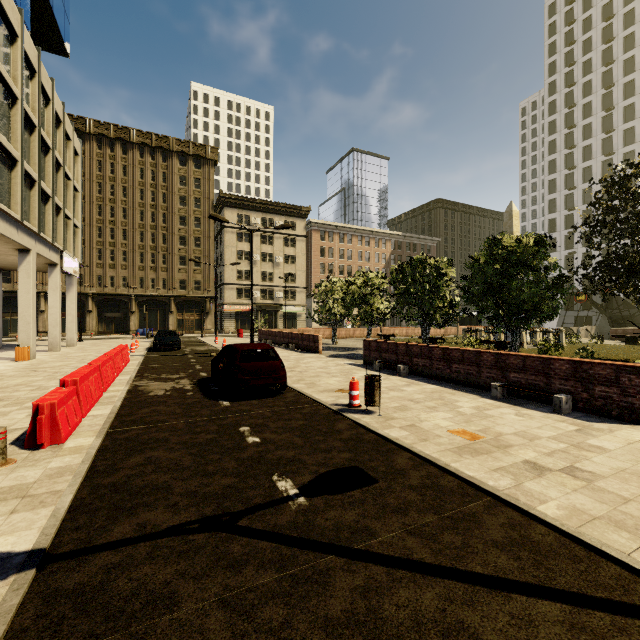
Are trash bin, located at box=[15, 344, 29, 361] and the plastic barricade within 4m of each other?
no

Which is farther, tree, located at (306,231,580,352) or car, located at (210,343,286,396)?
tree, located at (306,231,580,352)

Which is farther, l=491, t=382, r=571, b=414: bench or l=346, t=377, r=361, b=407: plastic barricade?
l=346, t=377, r=361, b=407: plastic barricade

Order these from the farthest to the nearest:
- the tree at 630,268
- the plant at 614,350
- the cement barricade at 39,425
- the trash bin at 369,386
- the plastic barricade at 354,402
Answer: the plant at 614,350 → the tree at 630,268 → the plastic barricade at 354,402 → the trash bin at 369,386 → the cement barricade at 39,425

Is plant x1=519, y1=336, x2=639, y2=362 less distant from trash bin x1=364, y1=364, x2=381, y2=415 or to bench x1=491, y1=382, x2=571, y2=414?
bench x1=491, y1=382, x2=571, y2=414

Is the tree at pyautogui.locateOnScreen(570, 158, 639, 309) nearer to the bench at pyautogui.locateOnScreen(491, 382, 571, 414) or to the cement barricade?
the bench at pyautogui.locateOnScreen(491, 382, 571, 414)

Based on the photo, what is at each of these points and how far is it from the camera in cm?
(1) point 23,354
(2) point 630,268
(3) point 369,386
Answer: (1) trash bin, 1695
(2) tree, 1044
(3) trash bin, 738

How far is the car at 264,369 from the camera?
8.7 meters
